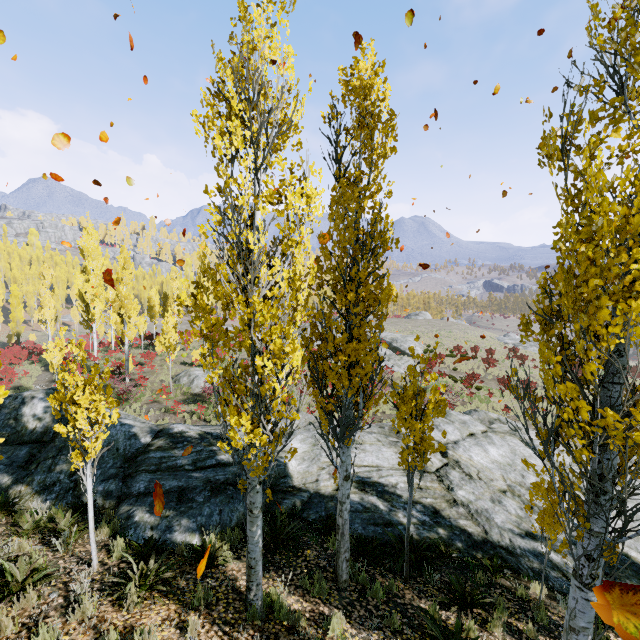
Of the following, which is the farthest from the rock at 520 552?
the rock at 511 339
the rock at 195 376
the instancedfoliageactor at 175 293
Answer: the rock at 511 339

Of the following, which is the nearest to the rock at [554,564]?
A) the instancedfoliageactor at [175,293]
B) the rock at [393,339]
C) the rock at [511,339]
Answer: the instancedfoliageactor at [175,293]

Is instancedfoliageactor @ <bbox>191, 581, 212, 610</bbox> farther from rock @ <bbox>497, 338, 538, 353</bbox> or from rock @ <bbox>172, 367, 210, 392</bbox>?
rock @ <bbox>497, 338, 538, 353</bbox>

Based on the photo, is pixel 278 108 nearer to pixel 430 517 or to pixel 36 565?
pixel 36 565

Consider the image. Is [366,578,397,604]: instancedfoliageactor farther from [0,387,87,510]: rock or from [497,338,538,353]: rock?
[497,338,538,353]: rock

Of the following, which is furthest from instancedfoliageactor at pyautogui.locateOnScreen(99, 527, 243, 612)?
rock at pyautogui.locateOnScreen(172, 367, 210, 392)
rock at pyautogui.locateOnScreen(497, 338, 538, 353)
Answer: rock at pyautogui.locateOnScreen(497, 338, 538, 353)

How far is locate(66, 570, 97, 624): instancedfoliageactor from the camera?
4.4m

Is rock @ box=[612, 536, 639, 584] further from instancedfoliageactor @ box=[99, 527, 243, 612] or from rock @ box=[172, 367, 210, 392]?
rock @ box=[172, 367, 210, 392]
